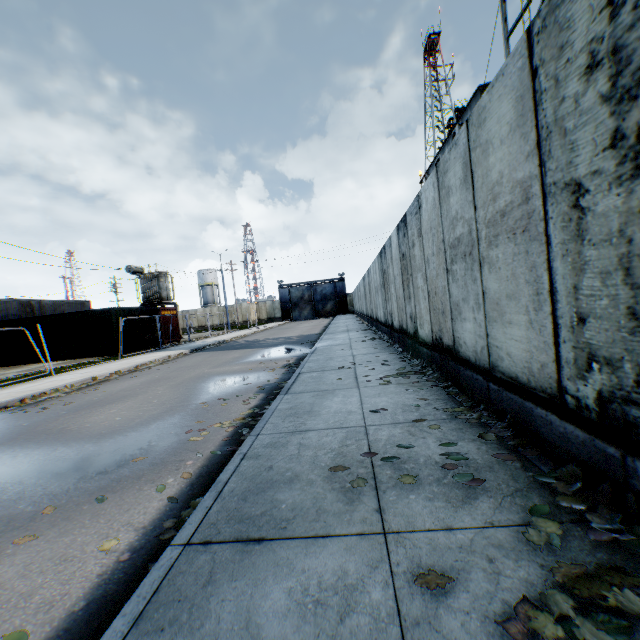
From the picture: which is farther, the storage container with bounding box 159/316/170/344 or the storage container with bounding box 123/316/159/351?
the storage container with bounding box 159/316/170/344

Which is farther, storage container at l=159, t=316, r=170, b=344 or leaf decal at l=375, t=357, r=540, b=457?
storage container at l=159, t=316, r=170, b=344

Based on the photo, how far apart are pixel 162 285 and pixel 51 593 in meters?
30.8

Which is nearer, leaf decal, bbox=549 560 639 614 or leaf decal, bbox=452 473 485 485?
leaf decal, bbox=549 560 639 614

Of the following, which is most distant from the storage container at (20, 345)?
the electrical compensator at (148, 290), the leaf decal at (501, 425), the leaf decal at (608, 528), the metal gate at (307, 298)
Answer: the metal gate at (307, 298)

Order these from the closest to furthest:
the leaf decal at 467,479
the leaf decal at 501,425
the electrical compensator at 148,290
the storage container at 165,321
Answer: the leaf decal at 467,479, the leaf decal at 501,425, the storage container at 165,321, the electrical compensator at 148,290

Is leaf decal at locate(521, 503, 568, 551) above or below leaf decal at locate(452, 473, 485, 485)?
below

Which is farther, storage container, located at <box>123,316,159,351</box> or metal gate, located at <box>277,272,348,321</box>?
metal gate, located at <box>277,272,348,321</box>
